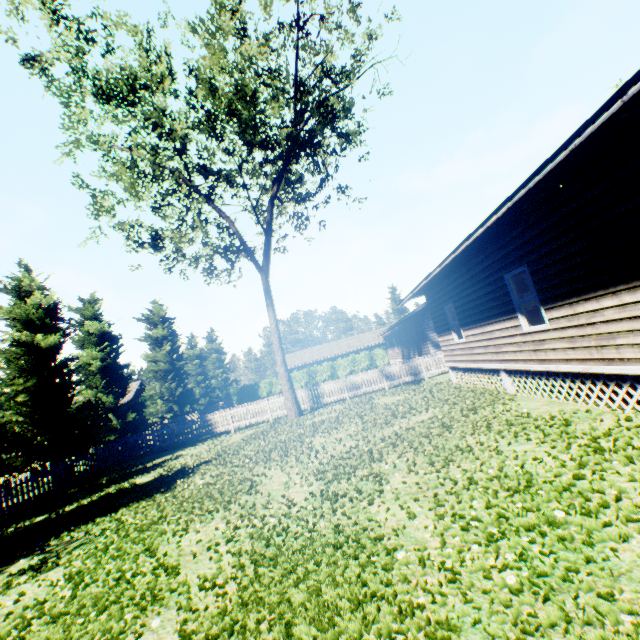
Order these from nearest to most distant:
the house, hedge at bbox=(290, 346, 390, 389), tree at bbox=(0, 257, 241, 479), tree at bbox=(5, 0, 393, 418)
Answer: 1. the house
2. tree at bbox=(5, 0, 393, 418)
3. tree at bbox=(0, 257, 241, 479)
4. hedge at bbox=(290, 346, 390, 389)

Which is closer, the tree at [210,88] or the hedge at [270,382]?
the tree at [210,88]

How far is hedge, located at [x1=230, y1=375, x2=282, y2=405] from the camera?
45.0m

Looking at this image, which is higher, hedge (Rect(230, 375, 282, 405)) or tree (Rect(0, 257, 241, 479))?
tree (Rect(0, 257, 241, 479))

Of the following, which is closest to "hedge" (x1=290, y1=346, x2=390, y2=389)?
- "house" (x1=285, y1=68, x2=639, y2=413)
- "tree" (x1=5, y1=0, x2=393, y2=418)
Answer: "tree" (x1=5, y1=0, x2=393, y2=418)

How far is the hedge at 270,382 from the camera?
45.0 meters

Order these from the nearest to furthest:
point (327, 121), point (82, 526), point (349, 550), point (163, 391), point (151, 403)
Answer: point (349, 550)
point (82, 526)
point (327, 121)
point (151, 403)
point (163, 391)
